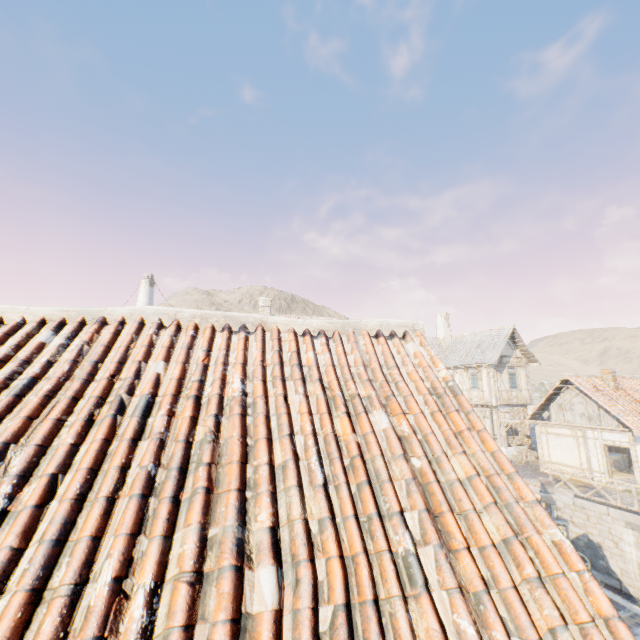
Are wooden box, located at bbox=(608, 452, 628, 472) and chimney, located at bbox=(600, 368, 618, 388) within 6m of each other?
yes

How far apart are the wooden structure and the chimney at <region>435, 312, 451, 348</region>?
22.8m

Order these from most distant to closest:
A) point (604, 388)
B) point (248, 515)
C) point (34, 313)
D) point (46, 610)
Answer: point (604, 388) → point (34, 313) → point (248, 515) → point (46, 610)

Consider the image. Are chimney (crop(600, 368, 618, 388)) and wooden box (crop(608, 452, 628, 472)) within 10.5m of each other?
yes

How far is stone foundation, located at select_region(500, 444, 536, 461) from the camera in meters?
23.1

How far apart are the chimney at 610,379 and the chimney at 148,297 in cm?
2698

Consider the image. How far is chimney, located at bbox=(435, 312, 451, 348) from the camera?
30.31m

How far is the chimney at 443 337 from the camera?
30.31m
